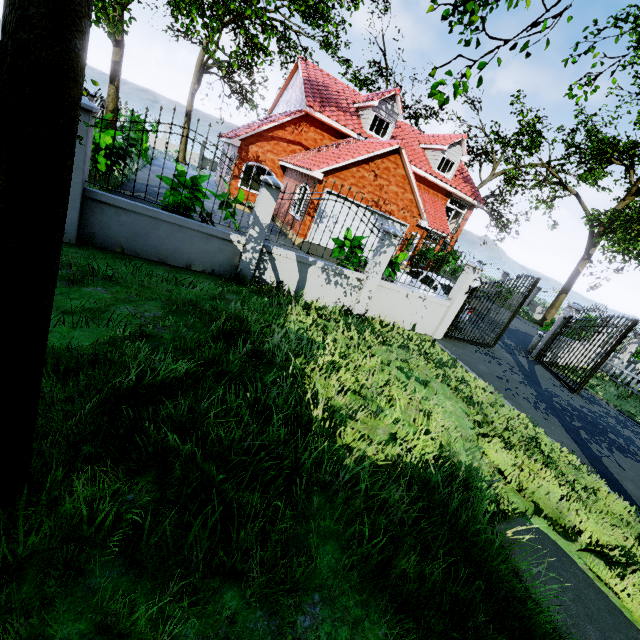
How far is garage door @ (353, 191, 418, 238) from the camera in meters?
15.6

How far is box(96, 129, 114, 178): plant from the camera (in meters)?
10.05

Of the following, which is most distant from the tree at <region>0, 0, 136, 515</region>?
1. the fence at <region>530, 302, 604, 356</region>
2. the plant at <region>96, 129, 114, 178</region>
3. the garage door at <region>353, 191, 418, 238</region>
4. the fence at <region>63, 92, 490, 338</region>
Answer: the fence at <region>530, 302, 604, 356</region>

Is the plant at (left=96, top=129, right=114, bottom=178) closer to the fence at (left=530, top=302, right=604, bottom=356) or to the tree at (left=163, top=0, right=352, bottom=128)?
the tree at (left=163, top=0, right=352, bottom=128)

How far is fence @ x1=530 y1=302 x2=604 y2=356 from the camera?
12.6m

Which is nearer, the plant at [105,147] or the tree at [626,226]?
the plant at [105,147]

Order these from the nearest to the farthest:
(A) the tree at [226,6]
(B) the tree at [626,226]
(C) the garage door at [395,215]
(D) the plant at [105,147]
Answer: (A) the tree at [226,6] → (D) the plant at [105,147] → (C) the garage door at [395,215] → (B) the tree at [626,226]

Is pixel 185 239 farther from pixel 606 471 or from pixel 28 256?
pixel 606 471
